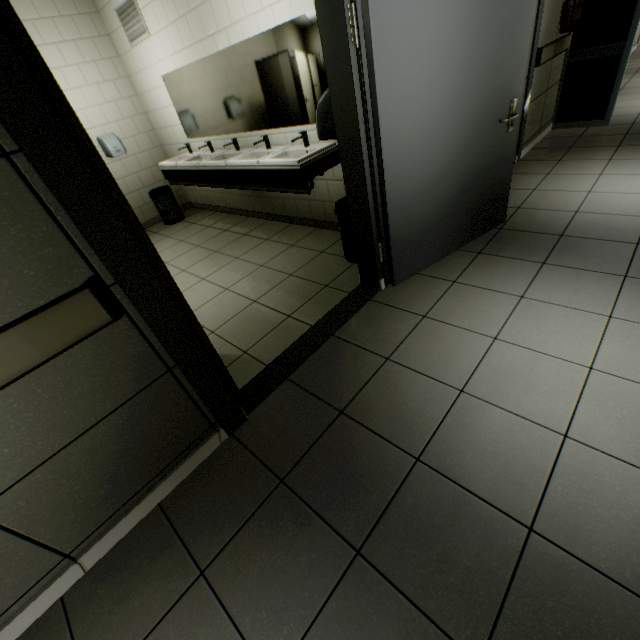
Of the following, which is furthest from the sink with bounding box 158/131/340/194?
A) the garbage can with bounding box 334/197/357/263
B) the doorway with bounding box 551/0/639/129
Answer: the doorway with bounding box 551/0/639/129

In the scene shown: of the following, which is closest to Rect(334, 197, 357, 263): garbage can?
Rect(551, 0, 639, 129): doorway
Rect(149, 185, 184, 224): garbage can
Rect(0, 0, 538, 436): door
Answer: Rect(0, 0, 538, 436): door

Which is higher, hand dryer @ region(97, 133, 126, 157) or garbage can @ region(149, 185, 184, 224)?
hand dryer @ region(97, 133, 126, 157)

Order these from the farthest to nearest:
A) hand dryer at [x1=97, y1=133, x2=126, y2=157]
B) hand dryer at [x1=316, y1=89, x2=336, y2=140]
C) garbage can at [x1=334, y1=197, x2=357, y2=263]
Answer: hand dryer at [x1=97, y1=133, x2=126, y2=157] < garbage can at [x1=334, y1=197, x2=357, y2=263] < hand dryer at [x1=316, y1=89, x2=336, y2=140]

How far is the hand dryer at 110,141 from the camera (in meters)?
4.94

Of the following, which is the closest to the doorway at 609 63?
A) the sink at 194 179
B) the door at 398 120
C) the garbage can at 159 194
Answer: the door at 398 120

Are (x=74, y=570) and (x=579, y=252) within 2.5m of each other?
no

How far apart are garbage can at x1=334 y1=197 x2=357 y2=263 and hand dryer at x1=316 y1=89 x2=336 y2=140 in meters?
0.7
